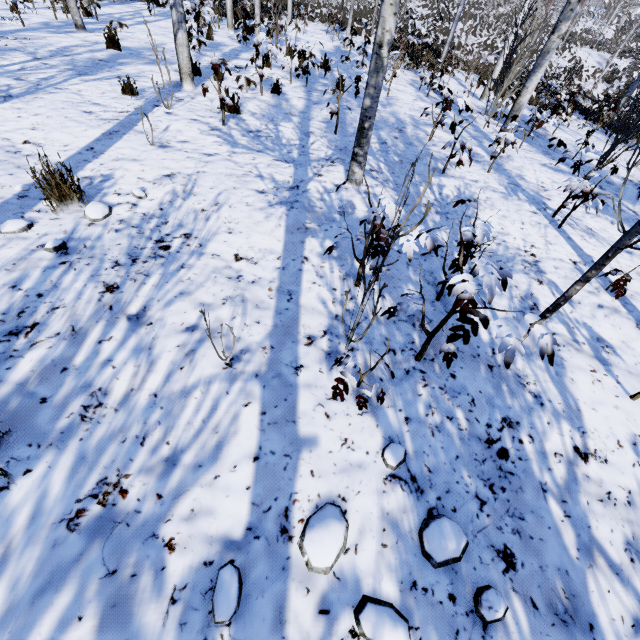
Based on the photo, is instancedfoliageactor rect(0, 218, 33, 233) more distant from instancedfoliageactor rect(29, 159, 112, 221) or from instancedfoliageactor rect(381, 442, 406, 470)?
instancedfoliageactor rect(381, 442, 406, 470)

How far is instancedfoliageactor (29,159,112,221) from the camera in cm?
260

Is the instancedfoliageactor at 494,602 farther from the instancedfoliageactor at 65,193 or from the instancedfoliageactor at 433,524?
the instancedfoliageactor at 65,193

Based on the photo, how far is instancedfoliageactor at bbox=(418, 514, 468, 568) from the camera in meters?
1.6

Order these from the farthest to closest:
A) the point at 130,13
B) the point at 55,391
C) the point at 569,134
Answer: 1. the point at 130,13
2. the point at 569,134
3. the point at 55,391

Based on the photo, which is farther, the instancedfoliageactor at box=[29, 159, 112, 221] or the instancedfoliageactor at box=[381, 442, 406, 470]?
the instancedfoliageactor at box=[29, 159, 112, 221]

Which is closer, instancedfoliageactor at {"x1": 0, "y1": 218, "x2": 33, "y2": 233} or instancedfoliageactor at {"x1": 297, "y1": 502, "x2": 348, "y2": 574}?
instancedfoliageactor at {"x1": 297, "y1": 502, "x2": 348, "y2": 574}

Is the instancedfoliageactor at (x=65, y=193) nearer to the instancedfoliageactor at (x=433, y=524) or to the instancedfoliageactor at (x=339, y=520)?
the instancedfoliageactor at (x=339, y=520)
